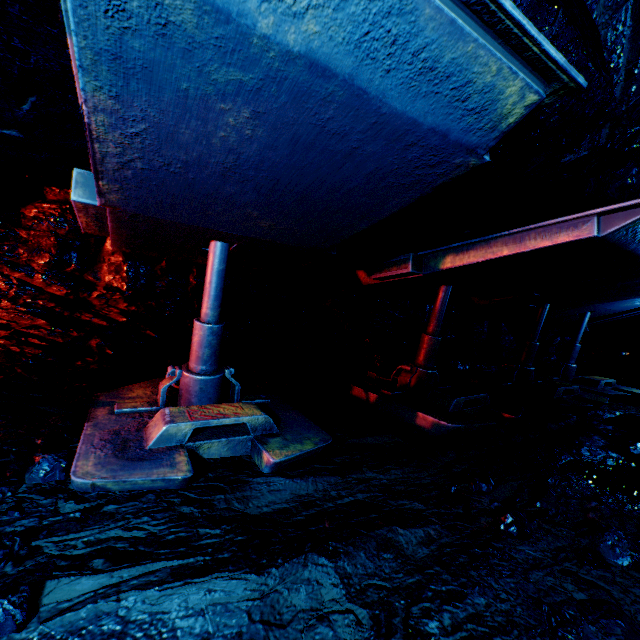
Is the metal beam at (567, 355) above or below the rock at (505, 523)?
above

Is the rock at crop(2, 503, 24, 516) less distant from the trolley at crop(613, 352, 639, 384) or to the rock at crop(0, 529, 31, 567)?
the rock at crop(0, 529, 31, 567)

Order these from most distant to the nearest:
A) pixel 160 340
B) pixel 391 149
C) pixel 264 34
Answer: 1. pixel 160 340
2. pixel 391 149
3. pixel 264 34

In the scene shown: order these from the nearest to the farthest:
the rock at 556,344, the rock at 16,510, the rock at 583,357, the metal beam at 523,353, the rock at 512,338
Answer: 1. the rock at 16,510
2. the metal beam at 523,353
3. the rock at 512,338
4. the rock at 556,344
5. the rock at 583,357

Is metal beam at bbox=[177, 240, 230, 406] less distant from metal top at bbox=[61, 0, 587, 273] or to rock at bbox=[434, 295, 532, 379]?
metal top at bbox=[61, 0, 587, 273]

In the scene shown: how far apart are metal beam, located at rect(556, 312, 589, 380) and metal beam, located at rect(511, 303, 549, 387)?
1.77m

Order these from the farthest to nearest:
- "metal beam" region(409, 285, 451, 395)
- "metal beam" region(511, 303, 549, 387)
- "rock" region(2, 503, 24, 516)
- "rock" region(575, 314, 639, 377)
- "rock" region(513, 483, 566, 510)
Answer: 1. "rock" region(575, 314, 639, 377)
2. "metal beam" region(511, 303, 549, 387)
3. "metal beam" region(409, 285, 451, 395)
4. "rock" region(513, 483, 566, 510)
5. "rock" region(2, 503, 24, 516)

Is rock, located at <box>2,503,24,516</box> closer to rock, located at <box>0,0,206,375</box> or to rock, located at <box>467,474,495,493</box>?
rock, located at <box>0,0,206,375</box>
